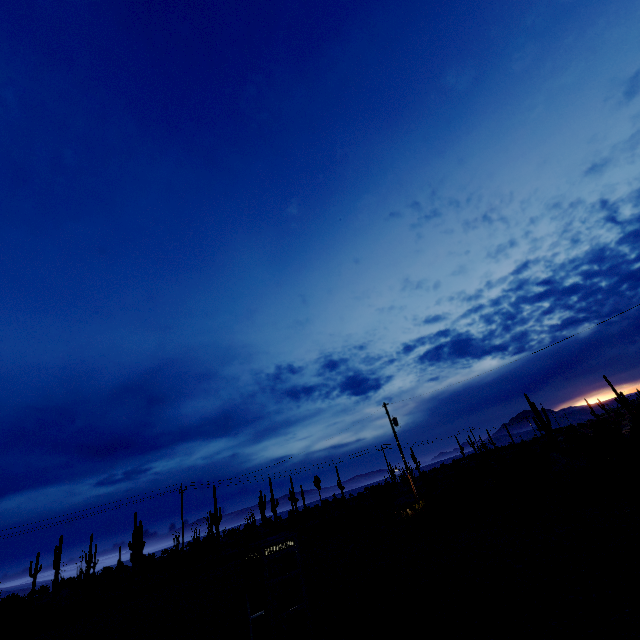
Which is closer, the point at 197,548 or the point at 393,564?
the point at 393,564
